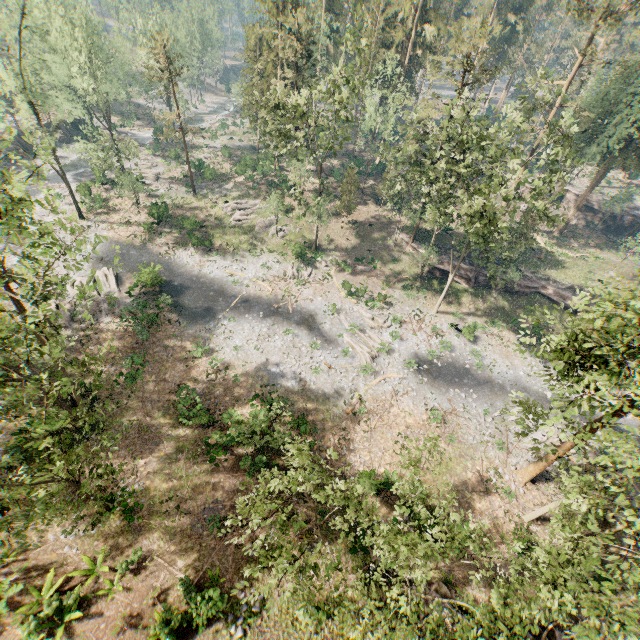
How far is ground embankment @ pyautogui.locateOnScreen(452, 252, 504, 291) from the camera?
38.59m

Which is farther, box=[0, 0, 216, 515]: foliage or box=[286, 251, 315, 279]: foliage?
box=[286, 251, 315, 279]: foliage

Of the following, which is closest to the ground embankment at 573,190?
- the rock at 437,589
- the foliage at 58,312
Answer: the foliage at 58,312

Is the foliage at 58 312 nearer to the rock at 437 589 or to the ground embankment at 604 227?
the rock at 437 589

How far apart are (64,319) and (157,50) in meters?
31.1

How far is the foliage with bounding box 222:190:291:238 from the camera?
37.97m

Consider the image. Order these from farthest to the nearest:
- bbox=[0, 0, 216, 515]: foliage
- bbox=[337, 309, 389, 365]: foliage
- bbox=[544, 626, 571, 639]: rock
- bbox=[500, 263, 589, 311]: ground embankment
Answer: bbox=[500, 263, 589, 311]: ground embankment
bbox=[337, 309, 389, 365]: foliage
bbox=[544, 626, 571, 639]: rock
bbox=[0, 0, 216, 515]: foliage

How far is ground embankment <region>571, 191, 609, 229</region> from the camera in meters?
49.6
